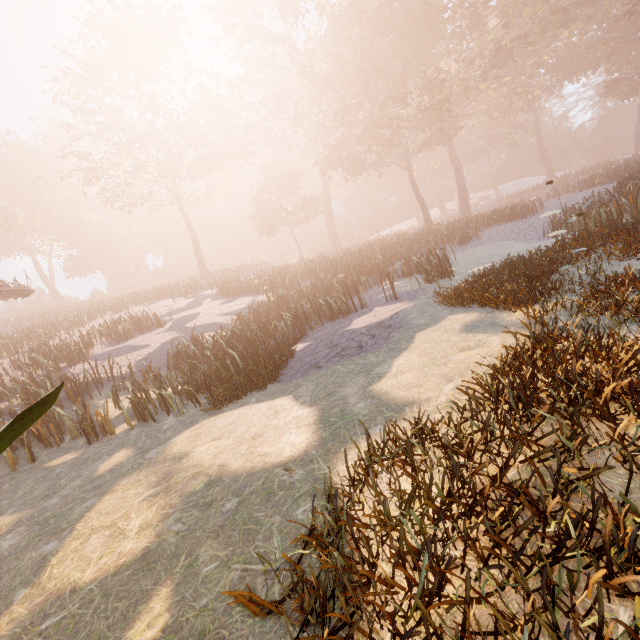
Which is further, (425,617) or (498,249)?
(498,249)

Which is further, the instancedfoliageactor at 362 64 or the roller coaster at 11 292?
the roller coaster at 11 292

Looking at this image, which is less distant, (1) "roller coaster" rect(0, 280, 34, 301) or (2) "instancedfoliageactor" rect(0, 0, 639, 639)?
(2) "instancedfoliageactor" rect(0, 0, 639, 639)
